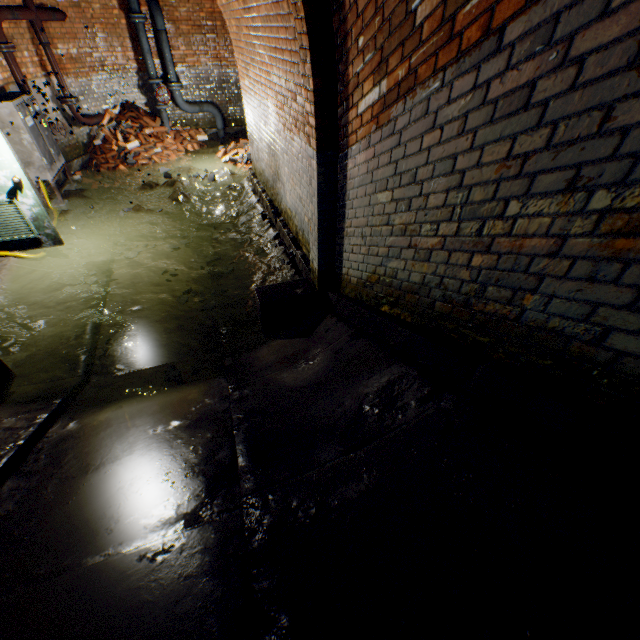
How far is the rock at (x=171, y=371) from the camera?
3.53m

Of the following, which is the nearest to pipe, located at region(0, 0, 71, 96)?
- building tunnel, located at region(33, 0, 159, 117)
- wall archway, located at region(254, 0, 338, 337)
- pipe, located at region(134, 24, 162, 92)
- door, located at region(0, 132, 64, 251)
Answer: building tunnel, located at region(33, 0, 159, 117)

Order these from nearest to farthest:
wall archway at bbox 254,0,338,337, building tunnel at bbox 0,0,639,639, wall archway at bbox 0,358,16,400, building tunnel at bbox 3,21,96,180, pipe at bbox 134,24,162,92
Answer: building tunnel at bbox 0,0,639,639
wall archway at bbox 254,0,338,337
wall archway at bbox 0,358,16,400
building tunnel at bbox 3,21,96,180
pipe at bbox 134,24,162,92

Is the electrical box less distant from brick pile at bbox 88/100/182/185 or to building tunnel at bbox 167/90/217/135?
building tunnel at bbox 167/90/217/135

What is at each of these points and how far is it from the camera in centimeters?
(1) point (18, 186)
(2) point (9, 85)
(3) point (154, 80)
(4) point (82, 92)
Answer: (1) door, 478cm
(2) building tunnel, 639cm
(3) pipe, 879cm
(4) building tunnel, 823cm

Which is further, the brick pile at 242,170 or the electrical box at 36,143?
the brick pile at 242,170

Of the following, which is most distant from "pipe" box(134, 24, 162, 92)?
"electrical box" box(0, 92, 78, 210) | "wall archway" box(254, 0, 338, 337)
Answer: "wall archway" box(254, 0, 338, 337)

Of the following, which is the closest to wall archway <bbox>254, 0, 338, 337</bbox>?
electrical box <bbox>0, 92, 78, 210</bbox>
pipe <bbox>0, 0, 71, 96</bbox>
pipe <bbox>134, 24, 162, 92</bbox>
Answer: electrical box <bbox>0, 92, 78, 210</bbox>
